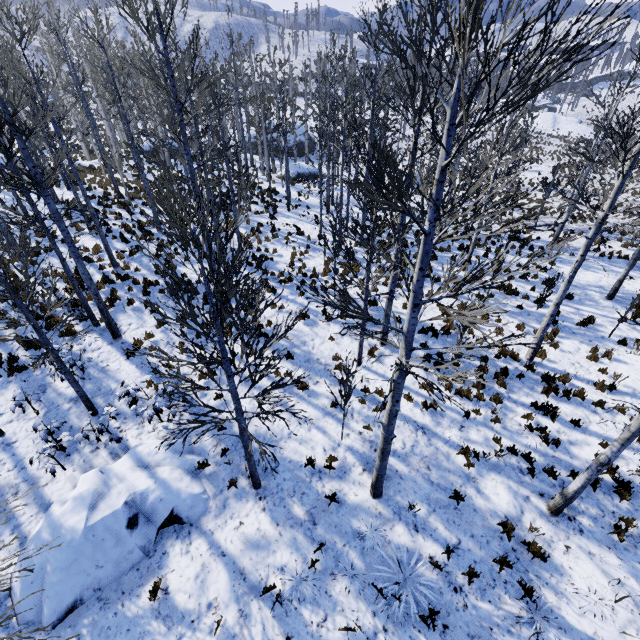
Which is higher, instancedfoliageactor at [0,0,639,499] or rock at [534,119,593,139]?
instancedfoliageactor at [0,0,639,499]

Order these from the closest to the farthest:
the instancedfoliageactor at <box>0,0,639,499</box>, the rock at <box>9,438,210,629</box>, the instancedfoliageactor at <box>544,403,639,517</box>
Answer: the instancedfoliageactor at <box>0,0,639,499</box>, the instancedfoliageactor at <box>544,403,639,517</box>, the rock at <box>9,438,210,629</box>

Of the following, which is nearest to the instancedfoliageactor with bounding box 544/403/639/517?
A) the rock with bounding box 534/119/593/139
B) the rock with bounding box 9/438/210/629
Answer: the rock with bounding box 9/438/210/629

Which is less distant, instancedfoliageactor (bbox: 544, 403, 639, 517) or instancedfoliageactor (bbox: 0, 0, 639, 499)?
instancedfoliageactor (bbox: 0, 0, 639, 499)

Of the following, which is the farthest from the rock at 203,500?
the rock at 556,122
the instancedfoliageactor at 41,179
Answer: the rock at 556,122

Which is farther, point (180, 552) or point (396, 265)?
point (396, 265)

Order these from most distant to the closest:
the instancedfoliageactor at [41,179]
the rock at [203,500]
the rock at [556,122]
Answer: the rock at [556,122]
the rock at [203,500]
the instancedfoliageactor at [41,179]

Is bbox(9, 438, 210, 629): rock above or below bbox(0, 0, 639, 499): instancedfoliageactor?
below
